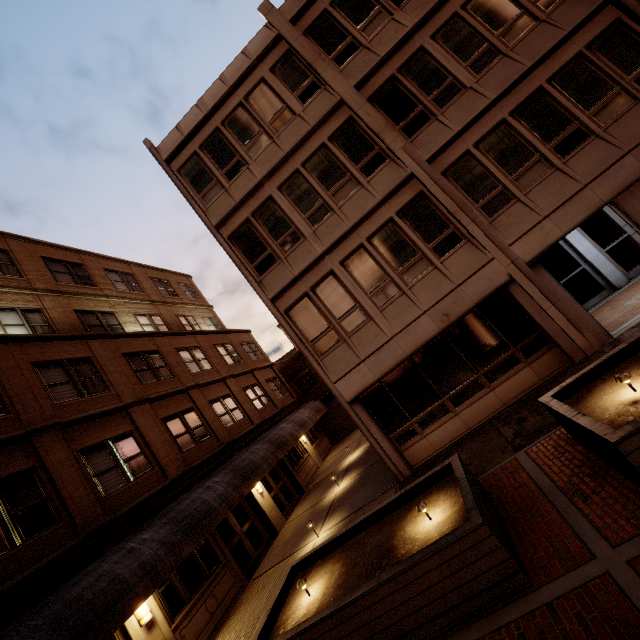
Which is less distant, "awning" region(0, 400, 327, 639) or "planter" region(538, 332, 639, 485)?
"planter" region(538, 332, 639, 485)

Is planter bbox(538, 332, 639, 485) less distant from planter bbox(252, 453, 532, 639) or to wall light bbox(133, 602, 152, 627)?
planter bbox(252, 453, 532, 639)

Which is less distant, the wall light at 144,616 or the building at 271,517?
the wall light at 144,616

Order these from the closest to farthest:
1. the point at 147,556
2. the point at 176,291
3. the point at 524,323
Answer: the point at 147,556 < the point at 524,323 < the point at 176,291

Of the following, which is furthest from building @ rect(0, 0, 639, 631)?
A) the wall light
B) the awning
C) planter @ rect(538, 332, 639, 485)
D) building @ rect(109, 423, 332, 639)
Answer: the wall light

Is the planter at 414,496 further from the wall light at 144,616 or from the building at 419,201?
the wall light at 144,616

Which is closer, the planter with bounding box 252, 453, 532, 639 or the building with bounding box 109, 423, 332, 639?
the planter with bounding box 252, 453, 532, 639

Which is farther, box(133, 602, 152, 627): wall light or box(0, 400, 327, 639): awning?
box(133, 602, 152, 627): wall light
